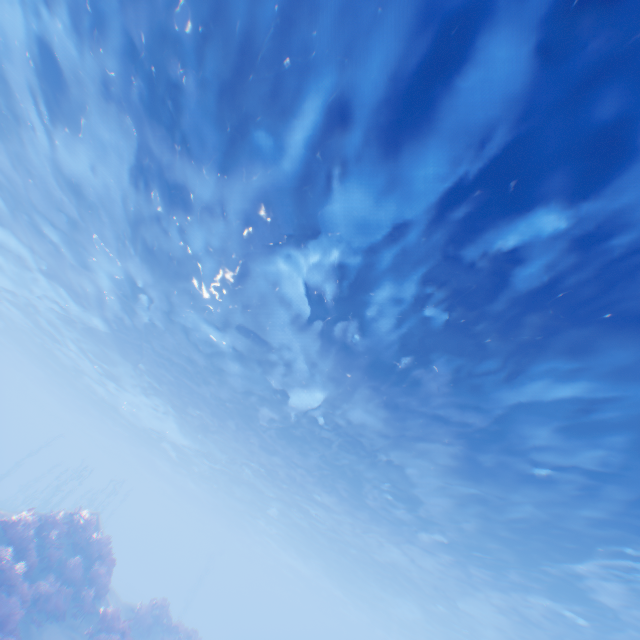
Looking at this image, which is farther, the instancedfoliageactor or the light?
the instancedfoliageactor

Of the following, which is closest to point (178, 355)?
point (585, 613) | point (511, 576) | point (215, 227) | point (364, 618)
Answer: point (215, 227)

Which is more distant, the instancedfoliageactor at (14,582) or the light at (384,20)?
the instancedfoliageactor at (14,582)

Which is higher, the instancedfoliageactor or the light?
the light

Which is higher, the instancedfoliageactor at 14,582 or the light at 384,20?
the light at 384,20
